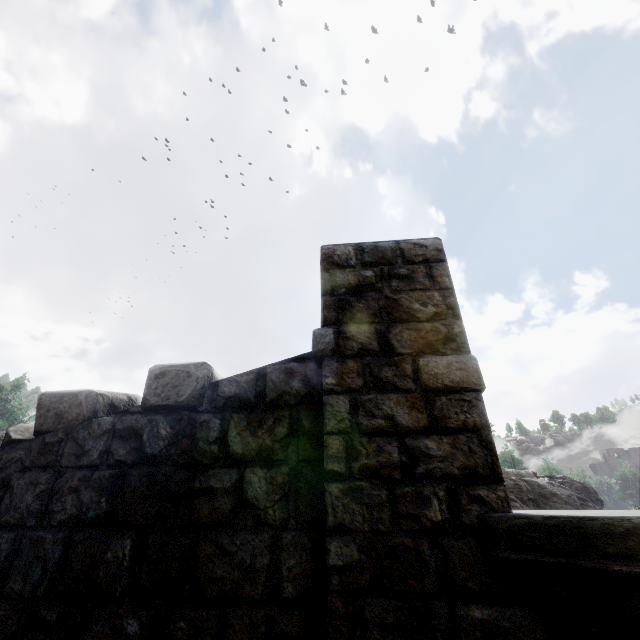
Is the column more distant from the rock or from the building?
the rock

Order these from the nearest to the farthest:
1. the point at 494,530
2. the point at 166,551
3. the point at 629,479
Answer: the point at 494,530 < the point at 166,551 < the point at 629,479

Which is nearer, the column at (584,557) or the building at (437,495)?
the column at (584,557)

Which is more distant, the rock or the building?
the rock

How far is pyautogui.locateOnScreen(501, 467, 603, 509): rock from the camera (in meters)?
26.62

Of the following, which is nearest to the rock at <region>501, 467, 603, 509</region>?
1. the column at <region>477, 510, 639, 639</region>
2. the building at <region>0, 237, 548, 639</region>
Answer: the building at <region>0, 237, 548, 639</region>

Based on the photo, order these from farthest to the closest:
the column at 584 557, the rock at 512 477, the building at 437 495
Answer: the rock at 512 477 → the building at 437 495 → the column at 584 557
